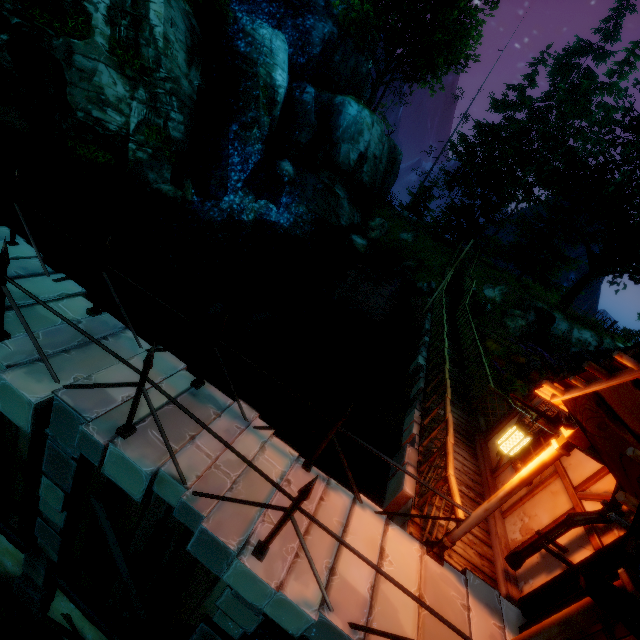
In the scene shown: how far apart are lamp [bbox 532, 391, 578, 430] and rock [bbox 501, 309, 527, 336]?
22.24m

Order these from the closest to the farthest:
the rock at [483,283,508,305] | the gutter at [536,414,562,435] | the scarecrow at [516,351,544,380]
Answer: the gutter at [536,414,562,435] → the scarecrow at [516,351,544,380] → the rock at [483,283,508,305]

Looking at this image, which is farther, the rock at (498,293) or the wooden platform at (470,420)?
the rock at (498,293)

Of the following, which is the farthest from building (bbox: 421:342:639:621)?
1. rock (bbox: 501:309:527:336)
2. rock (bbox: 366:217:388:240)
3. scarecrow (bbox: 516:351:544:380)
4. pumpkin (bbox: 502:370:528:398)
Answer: rock (bbox: 366:217:388:240)

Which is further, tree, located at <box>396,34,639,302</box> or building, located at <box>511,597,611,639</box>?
tree, located at <box>396,34,639,302</box>

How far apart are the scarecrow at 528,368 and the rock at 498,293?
8.1 meters

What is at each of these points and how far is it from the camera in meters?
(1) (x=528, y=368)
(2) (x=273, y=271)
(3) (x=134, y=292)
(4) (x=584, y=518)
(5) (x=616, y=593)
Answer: A:
(1) scarecrow, 16.8
(2) rock, 20.9
(3) rock, 15.8
(4) drain pipe, 4.3
(5) gutter, 2.1

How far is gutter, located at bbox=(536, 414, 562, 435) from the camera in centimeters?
403cm
